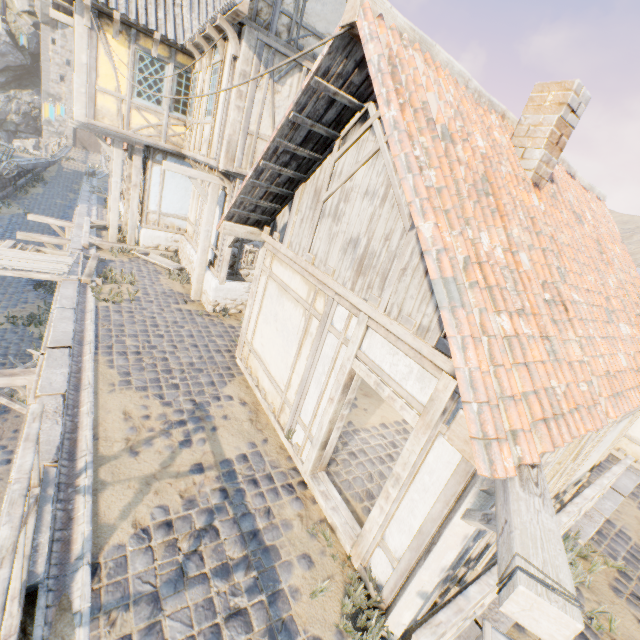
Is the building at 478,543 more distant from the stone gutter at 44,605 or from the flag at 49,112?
the flag at 49,112

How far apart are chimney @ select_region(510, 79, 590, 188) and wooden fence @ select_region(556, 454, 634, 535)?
4.6m

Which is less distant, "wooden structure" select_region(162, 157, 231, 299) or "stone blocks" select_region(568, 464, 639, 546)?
"stone blocks" select_region(568, 464, 639, 546)

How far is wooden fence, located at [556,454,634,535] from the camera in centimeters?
447cm

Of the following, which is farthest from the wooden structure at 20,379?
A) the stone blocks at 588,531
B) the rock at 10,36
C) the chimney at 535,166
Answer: the rock at 10,36

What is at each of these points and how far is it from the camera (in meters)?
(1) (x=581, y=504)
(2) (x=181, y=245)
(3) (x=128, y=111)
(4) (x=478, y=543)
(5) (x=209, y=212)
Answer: (1) wooden fence, 4.81
(2) stone foundation, 12.81
(3) building, 10.14
(4) building, 3.60
(5) wooden structure, 9.19

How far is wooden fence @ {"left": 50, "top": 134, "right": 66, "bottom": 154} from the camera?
27.6m

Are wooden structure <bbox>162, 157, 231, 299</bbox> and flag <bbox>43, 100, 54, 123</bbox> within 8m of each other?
yes
